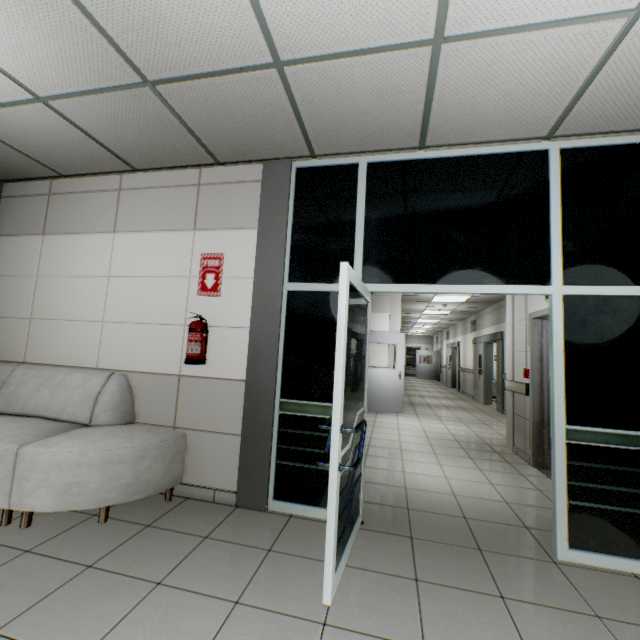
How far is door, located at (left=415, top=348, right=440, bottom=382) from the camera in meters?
22.2 m

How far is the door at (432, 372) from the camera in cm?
2216

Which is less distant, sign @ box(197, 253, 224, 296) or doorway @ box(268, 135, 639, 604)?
doorway @ box(268, 135, 639, 604)

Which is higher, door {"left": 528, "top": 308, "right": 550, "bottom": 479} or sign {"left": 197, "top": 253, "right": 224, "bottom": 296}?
sign {"left": 197, "top": 253, "right": 224, "bottom": 296}

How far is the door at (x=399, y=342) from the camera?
7.98m

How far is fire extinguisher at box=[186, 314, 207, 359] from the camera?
3.0m

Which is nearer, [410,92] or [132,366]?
[410,92]

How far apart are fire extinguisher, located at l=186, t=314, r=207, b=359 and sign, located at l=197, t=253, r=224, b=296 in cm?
27
